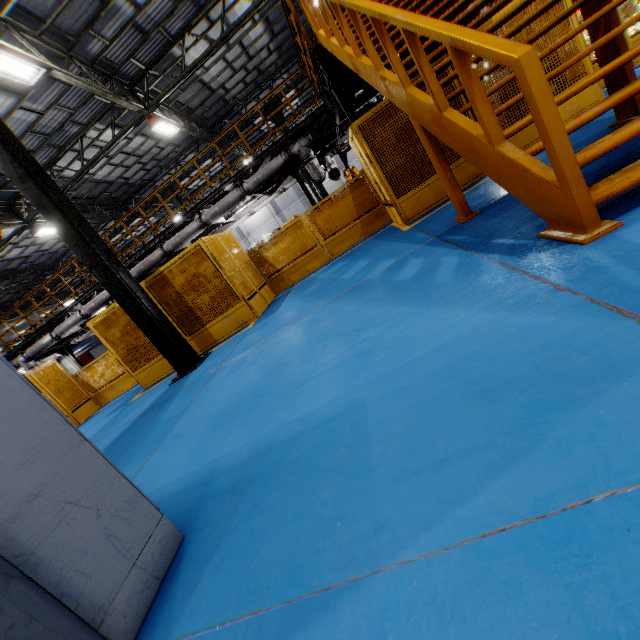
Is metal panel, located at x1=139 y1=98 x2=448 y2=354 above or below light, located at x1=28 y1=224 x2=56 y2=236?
below

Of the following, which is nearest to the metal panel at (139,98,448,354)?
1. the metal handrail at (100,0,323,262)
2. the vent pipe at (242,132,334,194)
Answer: the metal handrail at (100,0,323,262)

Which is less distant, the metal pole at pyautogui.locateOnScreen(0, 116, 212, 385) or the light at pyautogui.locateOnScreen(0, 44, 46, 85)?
the metal pole at pyautogui.locateOnScreen(0, 116, 212, 385)

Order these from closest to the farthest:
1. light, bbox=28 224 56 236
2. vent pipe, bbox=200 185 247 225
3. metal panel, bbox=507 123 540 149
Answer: metal panel, bbox=507 123 540 149 → vent pipe, bbox=200 185 247 225 → light, bbox=28 224 56 236

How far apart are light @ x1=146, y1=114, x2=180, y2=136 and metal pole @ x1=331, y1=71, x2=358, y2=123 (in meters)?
8.44

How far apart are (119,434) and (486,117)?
6.8m

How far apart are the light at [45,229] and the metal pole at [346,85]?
14.6m

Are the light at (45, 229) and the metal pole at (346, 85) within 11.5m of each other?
no
